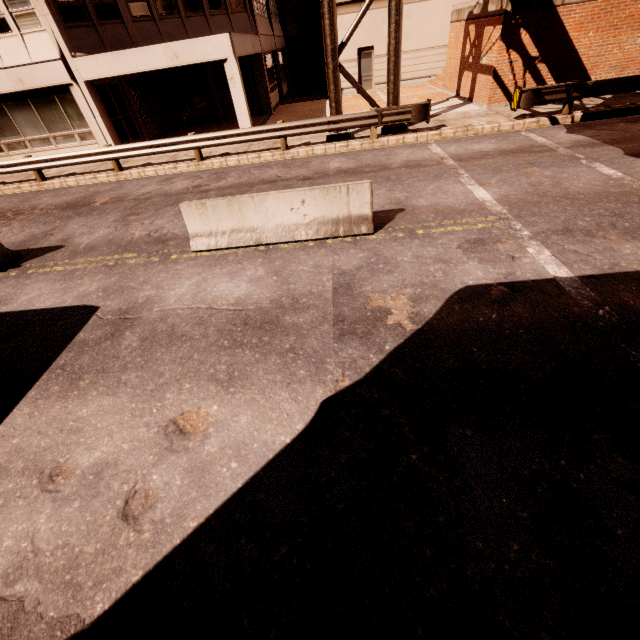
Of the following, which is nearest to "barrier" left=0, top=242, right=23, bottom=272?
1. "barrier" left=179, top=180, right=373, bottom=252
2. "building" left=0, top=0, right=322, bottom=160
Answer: "barrier" left=179, top=180, right=373, bottom=252

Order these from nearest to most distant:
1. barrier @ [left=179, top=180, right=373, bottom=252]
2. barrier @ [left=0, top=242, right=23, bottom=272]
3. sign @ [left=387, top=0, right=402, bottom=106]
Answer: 1. barrier @ [left=179, top=180, right=373, bottom=252]
2. barrier @ [left=0, top=242, right=23, bottom=272]
3. sign @ [left=387, top=0, right=402, bottom=106]

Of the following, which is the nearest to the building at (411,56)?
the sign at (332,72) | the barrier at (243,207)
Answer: the sign at (332,72)

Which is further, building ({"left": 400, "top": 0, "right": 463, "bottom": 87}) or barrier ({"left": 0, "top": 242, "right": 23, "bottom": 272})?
building ({"left": 400, "top": 0, "right": 463, "bottom": 87})

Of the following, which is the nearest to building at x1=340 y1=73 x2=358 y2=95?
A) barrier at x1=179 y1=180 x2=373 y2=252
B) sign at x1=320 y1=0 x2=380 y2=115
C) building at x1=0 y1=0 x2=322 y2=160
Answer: building at x1=0 y1=0 x2=322 y2=160

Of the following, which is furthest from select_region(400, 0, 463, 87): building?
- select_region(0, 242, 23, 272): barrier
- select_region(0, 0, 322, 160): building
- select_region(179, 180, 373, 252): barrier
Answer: select_region(0, 242, 23, 272): barrier

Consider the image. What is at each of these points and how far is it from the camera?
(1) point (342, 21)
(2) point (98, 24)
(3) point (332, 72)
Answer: (1) building, 20.0 meters
(2) building, 13.5 meters
(3) sign, 11.6 meters

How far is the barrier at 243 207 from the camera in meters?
6.5
